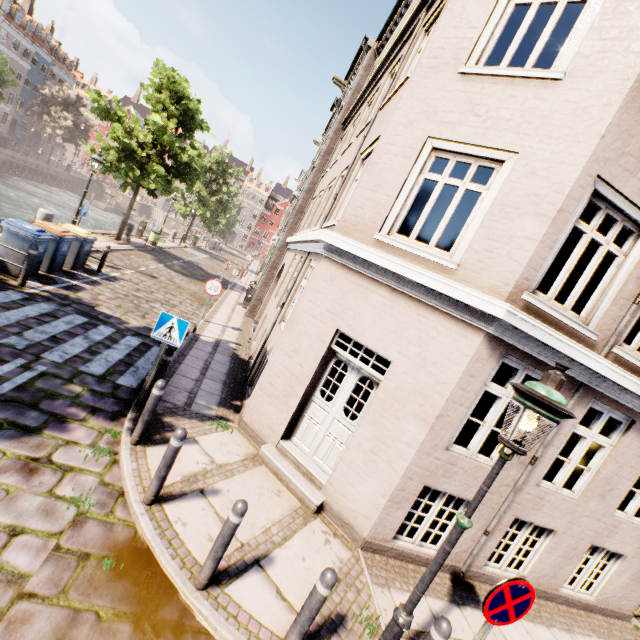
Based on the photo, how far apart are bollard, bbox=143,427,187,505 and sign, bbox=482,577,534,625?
3.6m

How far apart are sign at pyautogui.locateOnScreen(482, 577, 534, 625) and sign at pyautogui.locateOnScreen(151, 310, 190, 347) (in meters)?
5.18

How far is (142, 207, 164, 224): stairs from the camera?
55.0m

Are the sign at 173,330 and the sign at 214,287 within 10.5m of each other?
yes

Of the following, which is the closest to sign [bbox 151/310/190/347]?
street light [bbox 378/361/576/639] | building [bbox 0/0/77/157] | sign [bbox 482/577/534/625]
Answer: street light [bbox 378/361/576/639]

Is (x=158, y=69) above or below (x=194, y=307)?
above

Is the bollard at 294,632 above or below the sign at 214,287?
below

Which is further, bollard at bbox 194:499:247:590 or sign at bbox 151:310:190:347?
sign at bbox 151:310:190:347
